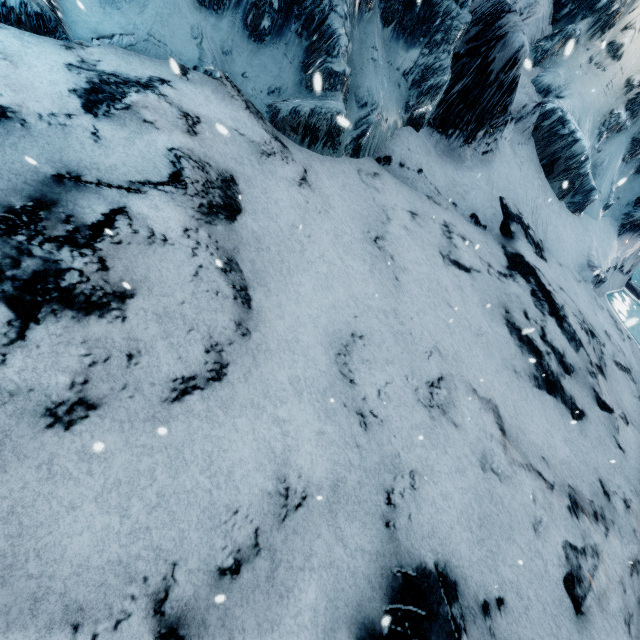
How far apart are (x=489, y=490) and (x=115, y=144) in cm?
647
